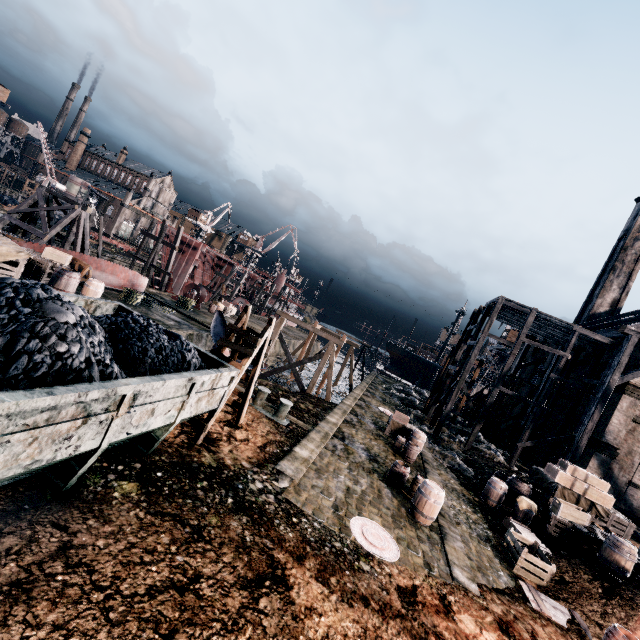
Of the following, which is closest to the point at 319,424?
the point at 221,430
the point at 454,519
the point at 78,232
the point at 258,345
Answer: the point at 221,430

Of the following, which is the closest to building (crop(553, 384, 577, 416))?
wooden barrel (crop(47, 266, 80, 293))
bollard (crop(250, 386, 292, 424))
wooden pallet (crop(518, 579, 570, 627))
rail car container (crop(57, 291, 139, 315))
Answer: rail car container (crop(57, 291, 139, 315))

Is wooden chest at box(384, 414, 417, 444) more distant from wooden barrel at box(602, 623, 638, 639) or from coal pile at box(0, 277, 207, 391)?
coal pile at box(0, 277, 207, 391)

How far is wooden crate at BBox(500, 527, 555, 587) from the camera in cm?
1099

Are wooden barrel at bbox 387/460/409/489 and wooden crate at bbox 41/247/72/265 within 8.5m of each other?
no

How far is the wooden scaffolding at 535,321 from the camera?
23.2m

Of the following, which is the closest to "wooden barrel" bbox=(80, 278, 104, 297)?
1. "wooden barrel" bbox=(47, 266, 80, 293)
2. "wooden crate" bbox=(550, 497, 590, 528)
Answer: "wooden barrel" bbox=(47, 266, 80, 293)

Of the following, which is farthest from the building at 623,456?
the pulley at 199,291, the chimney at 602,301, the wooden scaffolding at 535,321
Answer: the chimney at 602,301
